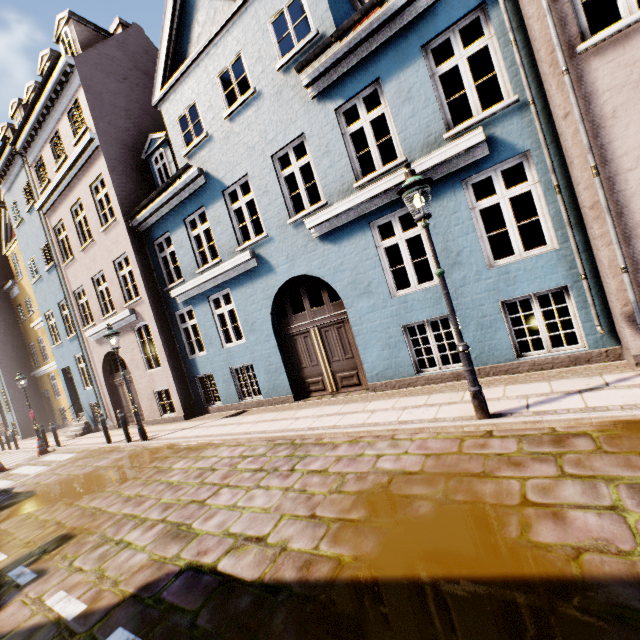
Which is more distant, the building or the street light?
the building

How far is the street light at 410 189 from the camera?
4.54m

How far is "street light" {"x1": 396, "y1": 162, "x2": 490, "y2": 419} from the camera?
4.5m

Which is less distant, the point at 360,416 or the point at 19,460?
the point at 360,416

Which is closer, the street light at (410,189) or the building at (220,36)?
the street light at (410,189)
